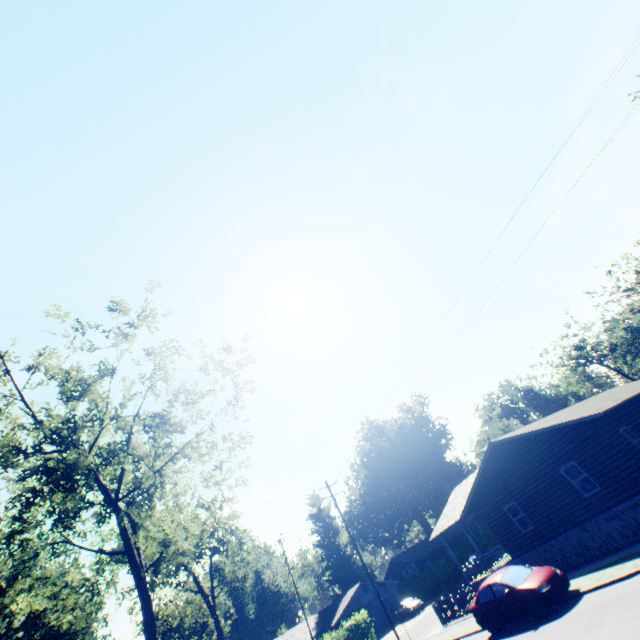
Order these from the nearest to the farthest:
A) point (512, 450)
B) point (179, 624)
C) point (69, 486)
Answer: point (69, 486), point (512, 450), point (179, 624)

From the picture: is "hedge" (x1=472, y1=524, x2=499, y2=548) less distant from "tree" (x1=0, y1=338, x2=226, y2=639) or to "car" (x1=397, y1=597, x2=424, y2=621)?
"car" (x1=397, y1=597, x2=424, y2=621)

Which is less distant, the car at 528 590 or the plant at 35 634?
the car at 528 590

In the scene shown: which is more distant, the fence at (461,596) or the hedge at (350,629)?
the hedge at (350,629)

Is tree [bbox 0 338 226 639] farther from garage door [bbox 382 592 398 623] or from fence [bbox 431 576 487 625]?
garage door [bbox 382 592 398 623]

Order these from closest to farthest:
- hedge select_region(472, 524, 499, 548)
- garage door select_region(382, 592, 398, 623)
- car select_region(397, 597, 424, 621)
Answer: car select_region(397, 597, 424, 621) < garage door select_region(382, 592, 398, 623) < hedge select_region(472, 524, 499, 548)

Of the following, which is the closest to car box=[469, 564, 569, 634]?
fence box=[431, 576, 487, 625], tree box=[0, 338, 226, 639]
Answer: fence box=[431, 576, 487, 625]

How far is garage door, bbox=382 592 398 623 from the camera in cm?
4300
